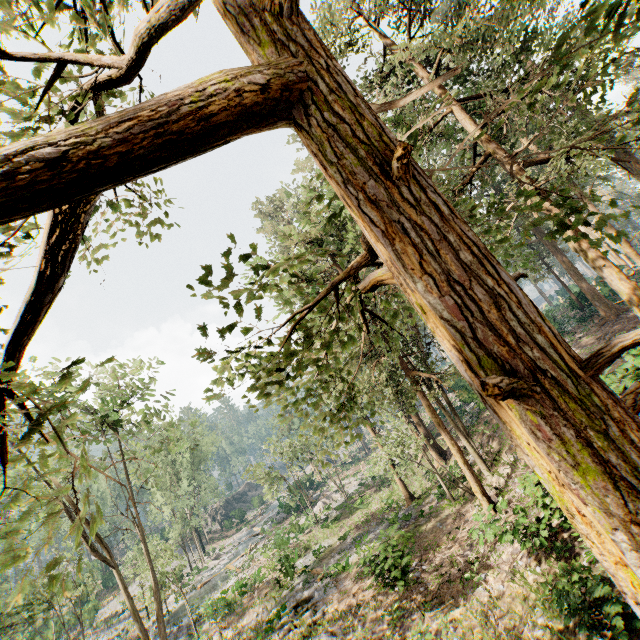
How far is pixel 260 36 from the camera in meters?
1.4 m

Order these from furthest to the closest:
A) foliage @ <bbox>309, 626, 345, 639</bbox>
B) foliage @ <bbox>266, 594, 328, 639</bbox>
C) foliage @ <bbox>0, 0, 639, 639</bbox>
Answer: foliage @ <bbox>266, 594, 328, 639</bbox> → foliage @ <bbox>309, 626, 345, 639</bbox> → foliage @ <bbox>0, 0, 639, 639</bbox>

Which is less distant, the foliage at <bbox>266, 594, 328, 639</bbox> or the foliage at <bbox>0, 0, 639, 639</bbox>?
the foliage at <bbox>0, 0, 639, 639</bbox>

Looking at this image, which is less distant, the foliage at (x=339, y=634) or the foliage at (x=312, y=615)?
the foliage at (x=339, y=634)

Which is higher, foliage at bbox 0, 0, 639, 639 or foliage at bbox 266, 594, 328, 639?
foliage at bbox 0, 0, 639, 639

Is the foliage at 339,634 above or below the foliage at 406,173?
below
